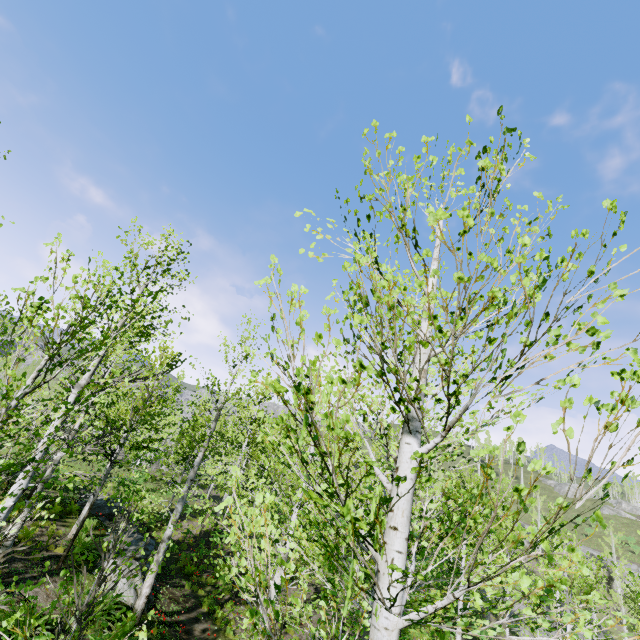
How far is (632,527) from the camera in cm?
5678

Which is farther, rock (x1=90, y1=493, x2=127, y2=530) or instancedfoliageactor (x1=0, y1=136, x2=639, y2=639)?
rock (x1=90, y1=493, x2=127, y2=530)

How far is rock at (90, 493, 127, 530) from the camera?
15.8 meters

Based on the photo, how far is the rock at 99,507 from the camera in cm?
1579

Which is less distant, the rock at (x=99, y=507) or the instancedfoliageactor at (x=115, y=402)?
the instancedfoliageactor at (x=115, y=402)

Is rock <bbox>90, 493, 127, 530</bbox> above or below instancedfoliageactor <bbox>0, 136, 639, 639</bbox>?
below
